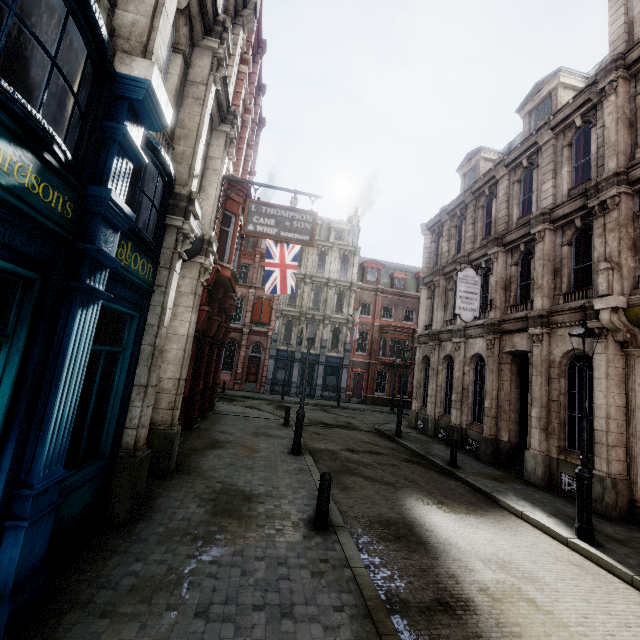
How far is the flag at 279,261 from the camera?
16.3 meters

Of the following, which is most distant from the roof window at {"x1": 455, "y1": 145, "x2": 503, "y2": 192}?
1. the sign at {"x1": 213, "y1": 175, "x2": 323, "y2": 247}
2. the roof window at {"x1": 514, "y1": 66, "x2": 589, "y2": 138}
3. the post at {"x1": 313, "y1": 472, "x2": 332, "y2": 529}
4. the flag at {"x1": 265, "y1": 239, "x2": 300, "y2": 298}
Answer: the post at {"x1": 313, "y1": 472, "x2": 332, "y2": 529}

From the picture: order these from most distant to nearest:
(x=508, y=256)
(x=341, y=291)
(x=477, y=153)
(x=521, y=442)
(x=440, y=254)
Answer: (x=341, y=291) → (x=440, y=254) → (x=477, y=153) → (x=508, y=256) → (x=521, y=442)

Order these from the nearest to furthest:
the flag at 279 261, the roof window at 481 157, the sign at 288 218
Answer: the sign at 288 218 < the flag at 279 261 < the roof window at 481 157

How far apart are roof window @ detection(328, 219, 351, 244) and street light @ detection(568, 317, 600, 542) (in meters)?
29.34

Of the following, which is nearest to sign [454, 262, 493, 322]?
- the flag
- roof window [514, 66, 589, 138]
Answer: roof window [514, 66, 589, 138]

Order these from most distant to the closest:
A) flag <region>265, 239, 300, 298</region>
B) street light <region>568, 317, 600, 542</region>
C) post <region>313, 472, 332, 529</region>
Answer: flag <region>265, 239, 300, 298</region>, street light <region>568, 317, 600, 542</region>, post <region>313, 472, 332, 529</region>

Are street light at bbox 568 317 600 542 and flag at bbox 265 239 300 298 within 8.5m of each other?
no
